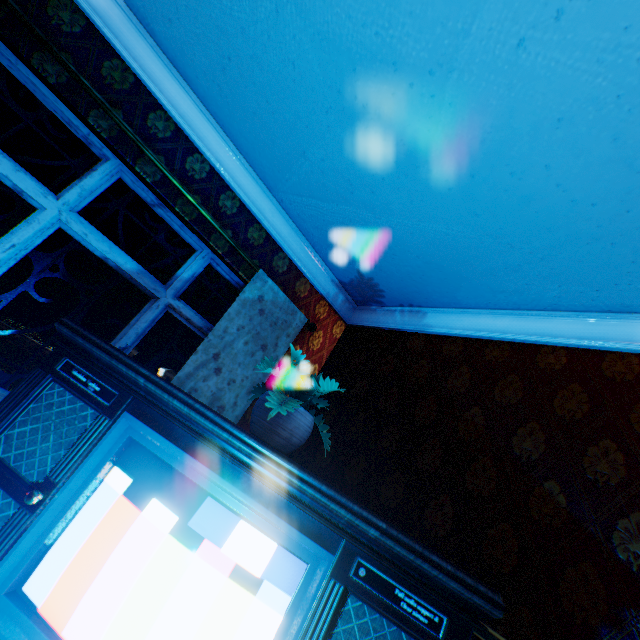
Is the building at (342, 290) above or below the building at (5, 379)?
above

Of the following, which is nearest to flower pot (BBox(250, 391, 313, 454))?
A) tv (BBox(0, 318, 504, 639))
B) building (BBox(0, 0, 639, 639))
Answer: tv (BBox(0, 318, 504, 639))

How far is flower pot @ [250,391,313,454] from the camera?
1.6m

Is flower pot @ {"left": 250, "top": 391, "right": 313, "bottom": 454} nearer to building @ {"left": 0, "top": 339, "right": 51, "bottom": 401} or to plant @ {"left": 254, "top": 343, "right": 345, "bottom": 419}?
plant @ {"left": 254, "top": 343, "right": 345, "bottom": 419}

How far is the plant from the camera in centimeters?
155cm

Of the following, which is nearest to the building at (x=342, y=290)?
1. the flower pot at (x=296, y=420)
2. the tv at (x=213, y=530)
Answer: the tv at (x=213, y=530)

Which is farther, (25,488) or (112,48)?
(112,48)

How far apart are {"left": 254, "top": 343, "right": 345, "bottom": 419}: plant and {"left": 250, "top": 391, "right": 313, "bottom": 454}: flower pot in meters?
0.0
